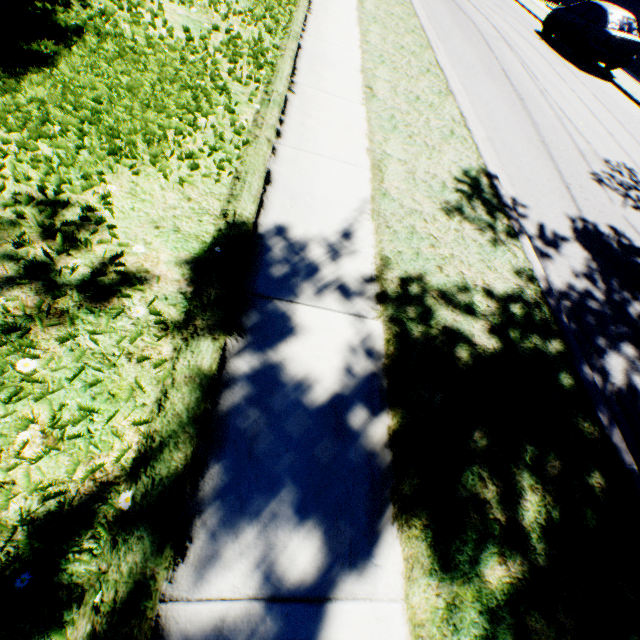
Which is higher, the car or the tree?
the car

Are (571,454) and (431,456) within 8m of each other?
yes

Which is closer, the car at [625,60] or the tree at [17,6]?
the tree at [17,6]

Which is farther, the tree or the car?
the car

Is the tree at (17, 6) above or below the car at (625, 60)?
below
